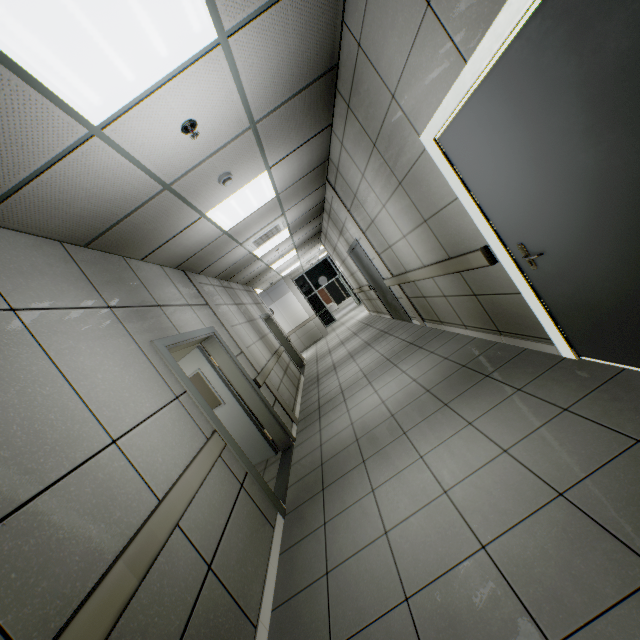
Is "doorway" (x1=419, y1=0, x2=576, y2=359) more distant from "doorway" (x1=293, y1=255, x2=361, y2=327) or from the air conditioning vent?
"doorway" (x1=293, y1=255, x2=361, y2=327)

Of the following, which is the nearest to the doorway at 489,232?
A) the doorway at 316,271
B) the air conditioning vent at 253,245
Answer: the air conditioning vent at 253,245

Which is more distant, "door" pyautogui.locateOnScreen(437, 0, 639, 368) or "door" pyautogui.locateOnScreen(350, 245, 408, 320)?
"door" pyautogui.locateOnScreen(350, 245, 408, 320)

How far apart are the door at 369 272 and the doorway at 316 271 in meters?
9.5 m

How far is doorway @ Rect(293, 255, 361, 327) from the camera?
17.91m

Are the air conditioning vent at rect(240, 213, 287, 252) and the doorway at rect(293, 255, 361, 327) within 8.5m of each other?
no

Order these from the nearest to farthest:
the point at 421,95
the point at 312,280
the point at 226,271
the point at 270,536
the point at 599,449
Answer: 1. the point at 599,449
2. the point at 421,95
3. the point at 270,536
4. the point at 226,271
5. the point at 312,280

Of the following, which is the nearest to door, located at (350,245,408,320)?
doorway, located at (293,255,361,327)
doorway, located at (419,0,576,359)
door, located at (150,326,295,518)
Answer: door, located at (150,326,295,518)
